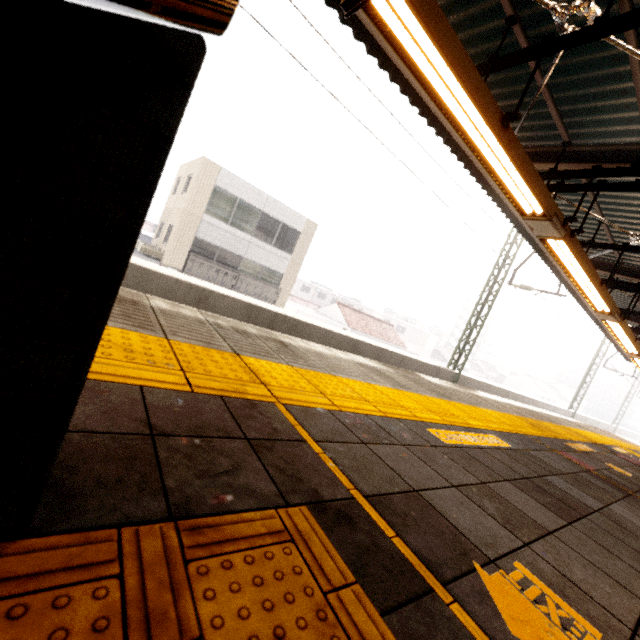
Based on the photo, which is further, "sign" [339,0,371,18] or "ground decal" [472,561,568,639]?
"sign" [339,0,371,18]

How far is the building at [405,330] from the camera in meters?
58.1 m

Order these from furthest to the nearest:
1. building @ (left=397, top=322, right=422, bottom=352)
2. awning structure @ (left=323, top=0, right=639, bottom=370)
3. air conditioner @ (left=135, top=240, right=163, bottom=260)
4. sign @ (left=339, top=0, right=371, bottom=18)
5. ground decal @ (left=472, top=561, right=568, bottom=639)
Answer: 1. building @ (left=397, top=322, right=422, bottom=352)
2. air conditioner @ (left=135, top=240, right=163, bottom=260)
3. awning structure @ (left=323, top=0, right=639, bottom=370)
4. sign @ (left=339, top=0, right=371, bottom=18)
5. ground decal @ (left=472, top=561, right=568, bottom=639)

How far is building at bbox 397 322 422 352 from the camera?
58.1 meters

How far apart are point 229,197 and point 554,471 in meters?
18.7

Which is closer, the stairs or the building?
the stairs

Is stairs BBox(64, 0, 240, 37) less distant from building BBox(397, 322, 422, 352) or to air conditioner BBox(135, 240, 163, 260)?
air conditioner BBox(135, 240, 163, 260)

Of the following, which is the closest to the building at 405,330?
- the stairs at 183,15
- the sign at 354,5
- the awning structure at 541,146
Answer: the awning structure at 541,146
